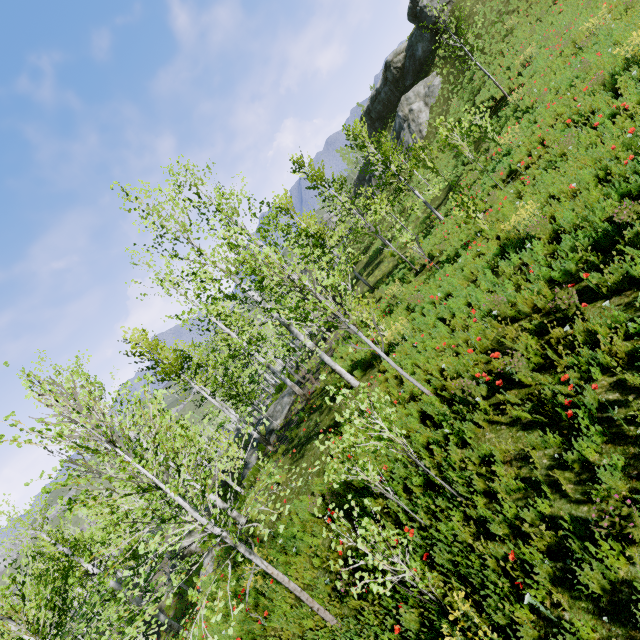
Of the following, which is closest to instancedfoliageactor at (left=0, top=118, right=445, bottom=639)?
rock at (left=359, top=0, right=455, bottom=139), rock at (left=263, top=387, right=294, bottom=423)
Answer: rock at (left=263, top=387, right=294, bottom=423)

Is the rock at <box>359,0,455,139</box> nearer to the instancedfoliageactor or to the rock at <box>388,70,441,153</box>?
the rock at <box>388,70,441,153</box>

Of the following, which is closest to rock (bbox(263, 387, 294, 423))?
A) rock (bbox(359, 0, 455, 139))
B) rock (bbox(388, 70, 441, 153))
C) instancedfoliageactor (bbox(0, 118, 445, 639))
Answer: instancedfoliageactor (bbox(0, 118, 445, 639))

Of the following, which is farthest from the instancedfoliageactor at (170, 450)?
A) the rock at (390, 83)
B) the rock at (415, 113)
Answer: the rock at (390, 83)

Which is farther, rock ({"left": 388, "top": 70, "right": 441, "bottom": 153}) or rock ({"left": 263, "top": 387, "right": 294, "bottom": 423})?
rock ({"left": 388, "top": 70, "right": 441, "bottom": 153})

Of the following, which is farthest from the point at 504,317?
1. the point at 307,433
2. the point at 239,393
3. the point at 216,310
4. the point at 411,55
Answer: the point at 411,55

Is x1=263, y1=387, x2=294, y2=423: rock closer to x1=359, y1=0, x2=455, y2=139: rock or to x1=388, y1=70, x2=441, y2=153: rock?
x1=388, y1=70, x2=441, y2=153: rock

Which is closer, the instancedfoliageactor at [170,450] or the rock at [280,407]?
the instancedfoliageactor at [170,450]
